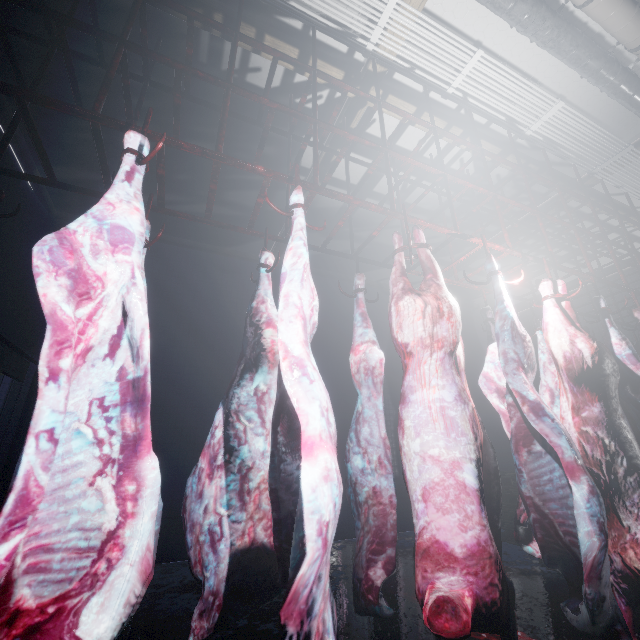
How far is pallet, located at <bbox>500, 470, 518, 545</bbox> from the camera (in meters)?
4.18

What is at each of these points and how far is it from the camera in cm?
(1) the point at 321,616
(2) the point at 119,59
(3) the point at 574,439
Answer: (1) meat, 75
(2) rig, 148
(3) meat, 184

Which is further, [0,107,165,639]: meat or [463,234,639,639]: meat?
[463,234,639,639]: meat

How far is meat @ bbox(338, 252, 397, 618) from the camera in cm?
142

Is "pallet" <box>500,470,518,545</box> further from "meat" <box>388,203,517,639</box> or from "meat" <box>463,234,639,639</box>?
"meat" <box>388,203,517,639</box>

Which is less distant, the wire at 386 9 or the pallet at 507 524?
the wire at 386 9

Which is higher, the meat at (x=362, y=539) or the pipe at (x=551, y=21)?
the pipe at (x=551, y=21)

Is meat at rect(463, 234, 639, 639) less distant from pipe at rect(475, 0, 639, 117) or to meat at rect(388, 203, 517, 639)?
meat at rect(388, 203, 517, 639)
